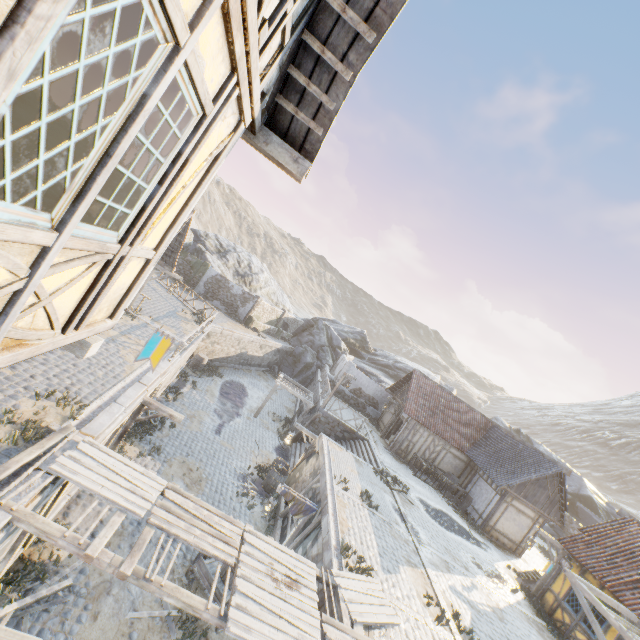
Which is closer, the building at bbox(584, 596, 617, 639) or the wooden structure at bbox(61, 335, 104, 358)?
the wooden structure at bbox(61, 335, 104, 358)

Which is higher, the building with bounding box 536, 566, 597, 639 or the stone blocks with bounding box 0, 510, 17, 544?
the building with bounding box 536, 566, 597, 639

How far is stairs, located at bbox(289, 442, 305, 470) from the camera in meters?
19.5 m

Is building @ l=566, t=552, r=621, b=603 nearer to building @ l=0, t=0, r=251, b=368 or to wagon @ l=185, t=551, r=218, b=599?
wagon @ l=185, t=551, r=218, b=599

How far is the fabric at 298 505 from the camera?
11.1 meters

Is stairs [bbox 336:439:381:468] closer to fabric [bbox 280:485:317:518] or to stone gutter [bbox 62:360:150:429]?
fabric [bbox 280:485:317:518]

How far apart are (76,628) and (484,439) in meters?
24.6

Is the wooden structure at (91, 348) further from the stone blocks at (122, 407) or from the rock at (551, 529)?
the rock at (551, 529)
